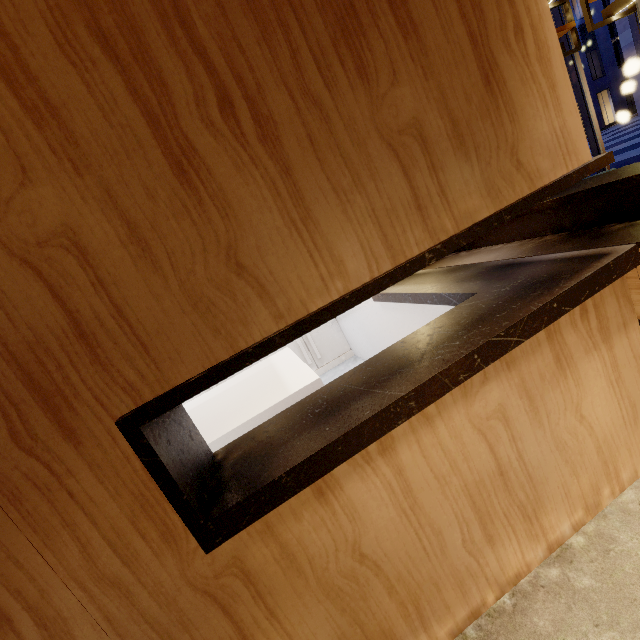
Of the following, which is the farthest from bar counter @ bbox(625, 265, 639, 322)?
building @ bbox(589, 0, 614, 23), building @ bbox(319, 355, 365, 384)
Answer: building @ bbox(589, 0, 614, 23)

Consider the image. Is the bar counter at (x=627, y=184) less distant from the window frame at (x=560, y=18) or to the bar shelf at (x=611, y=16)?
the window frame at (x=560, y=18)

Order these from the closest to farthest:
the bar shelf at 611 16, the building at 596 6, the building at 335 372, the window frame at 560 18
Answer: the bar shelf at 611 16 → the building at 335 372 → the window frame at 560 18 → the building at 596 6

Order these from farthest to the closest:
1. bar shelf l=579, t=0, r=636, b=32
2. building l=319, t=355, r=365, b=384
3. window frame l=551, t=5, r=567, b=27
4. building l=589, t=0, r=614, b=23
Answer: building l=589, t=0, r=614, b=23 → window frame l=551, t=5, r=567, b=27 → building l=319, t=355, r=365, b=384 → bar shelf l=579, t=0, r=636, b=32

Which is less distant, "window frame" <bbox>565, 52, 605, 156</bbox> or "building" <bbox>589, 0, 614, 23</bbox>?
"window frame" <bbox>565, 52, 605, 156</bbox>

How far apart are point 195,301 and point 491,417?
1.33m

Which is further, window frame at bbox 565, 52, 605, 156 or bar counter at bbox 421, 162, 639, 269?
window frame at bbox 565, 52, 605, 156

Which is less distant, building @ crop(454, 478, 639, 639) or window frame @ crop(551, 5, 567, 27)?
building @ crop(454, 478, 639, 639)
